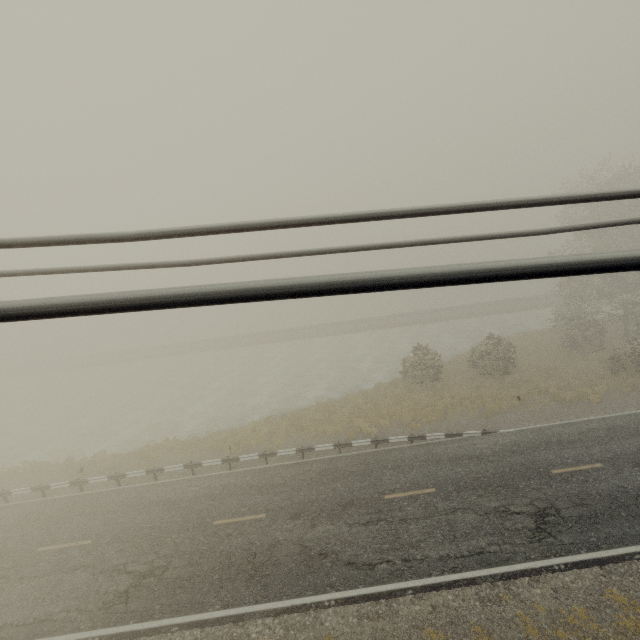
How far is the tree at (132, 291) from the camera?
1.14m

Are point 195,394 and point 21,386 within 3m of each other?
no

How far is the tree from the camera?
1.1m
